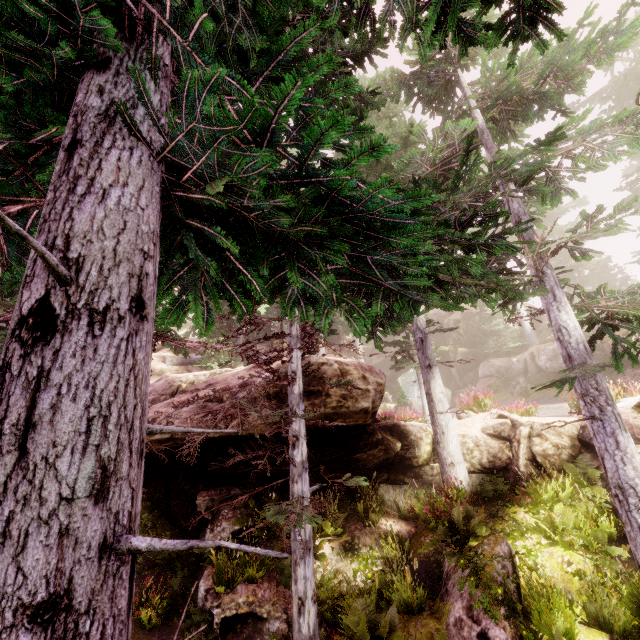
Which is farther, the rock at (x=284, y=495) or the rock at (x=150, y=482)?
the rock at (x=284, y=495)

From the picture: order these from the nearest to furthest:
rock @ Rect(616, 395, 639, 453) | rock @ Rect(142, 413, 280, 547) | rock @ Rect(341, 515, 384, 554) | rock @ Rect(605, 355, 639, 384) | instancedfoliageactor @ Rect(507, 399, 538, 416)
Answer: rock @ Rect(616, 395, 639, 453) < rock @ Rect(142, 413, 280, 547) < rock @ Rect(341, 515, 384, 554) < instancedfoliageactor @ Rect(507, 399, 538, 416) < rock @ Rect(605, 355, 639, 384)

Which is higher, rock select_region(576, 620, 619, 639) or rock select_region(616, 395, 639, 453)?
rock select_region(616, 395, 639, 453)

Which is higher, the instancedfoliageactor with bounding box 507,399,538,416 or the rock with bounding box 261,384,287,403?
the rock with bounding box 261,384,287,403

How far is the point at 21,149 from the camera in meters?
3.7 m
